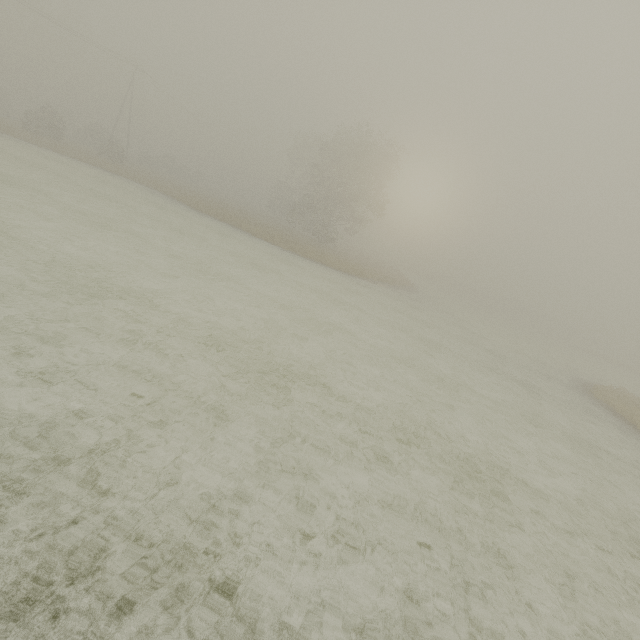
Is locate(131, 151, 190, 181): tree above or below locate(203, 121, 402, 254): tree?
below

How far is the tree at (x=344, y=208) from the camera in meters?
35.0

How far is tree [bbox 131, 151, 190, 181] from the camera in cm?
4941

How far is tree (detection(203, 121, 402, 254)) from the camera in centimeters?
3503cm

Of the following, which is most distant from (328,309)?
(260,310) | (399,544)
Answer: (399,544)

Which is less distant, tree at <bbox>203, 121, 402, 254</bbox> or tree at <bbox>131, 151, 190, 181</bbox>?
tree at <bbox>203, 121, 402, 254</bbox>

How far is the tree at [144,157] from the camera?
49.4m
